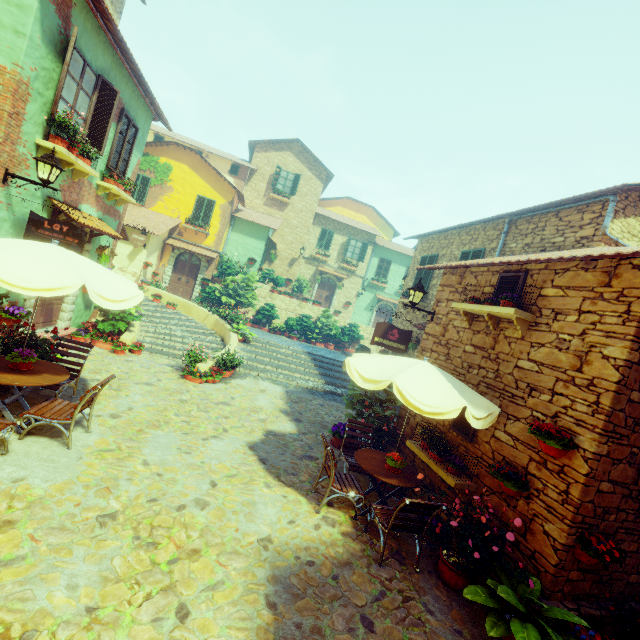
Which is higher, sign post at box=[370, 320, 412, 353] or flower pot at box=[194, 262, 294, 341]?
sign post at box=[370, 320, 412, 353]

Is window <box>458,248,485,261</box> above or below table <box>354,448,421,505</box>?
above

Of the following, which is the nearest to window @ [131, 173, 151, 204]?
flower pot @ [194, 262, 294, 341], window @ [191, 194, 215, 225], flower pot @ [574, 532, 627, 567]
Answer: Result: window @ [191, 194, 215, 225]

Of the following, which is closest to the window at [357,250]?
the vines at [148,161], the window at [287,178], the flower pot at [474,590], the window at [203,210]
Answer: the window at [287,178]

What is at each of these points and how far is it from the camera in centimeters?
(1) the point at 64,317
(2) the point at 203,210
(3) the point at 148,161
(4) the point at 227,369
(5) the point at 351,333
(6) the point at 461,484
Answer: (1) stone doorway, 909cm
(2) window, 1934cm
(3) vines, 1856cm
(4) flower pot, 1052cm
(5) potted tree, 2088cm
(6) window sill, 539cm

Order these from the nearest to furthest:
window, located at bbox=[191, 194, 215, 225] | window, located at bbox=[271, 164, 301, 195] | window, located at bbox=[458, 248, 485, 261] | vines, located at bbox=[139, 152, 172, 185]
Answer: window, located at bbox=[458, 248, 485, 261]
vines, located at bbox=[139, 152, 172, 185]
window, located at bbox=[191, 194, 215, 225]
window, located at bbox=[271, 164, 301, 195]

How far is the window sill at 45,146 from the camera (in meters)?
6.38

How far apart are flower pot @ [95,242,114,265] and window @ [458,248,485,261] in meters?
11.0
